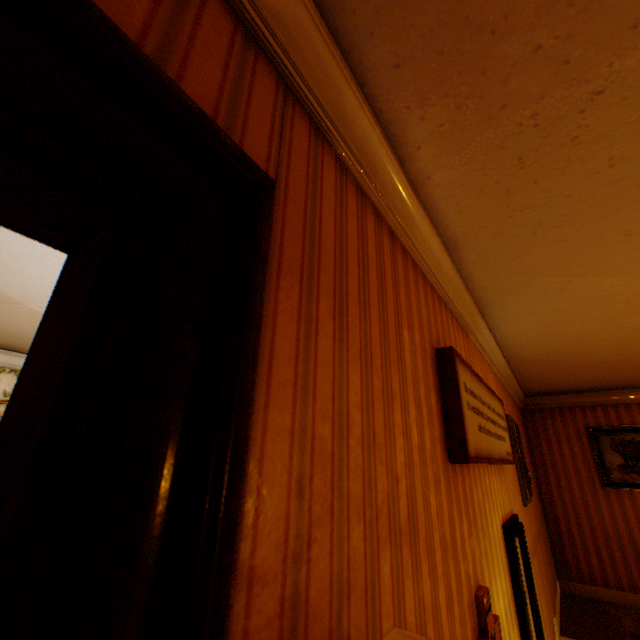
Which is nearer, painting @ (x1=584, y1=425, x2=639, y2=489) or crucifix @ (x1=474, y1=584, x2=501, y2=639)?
crucifix @ (x1=474, y1=584, x2=501, y2=639)

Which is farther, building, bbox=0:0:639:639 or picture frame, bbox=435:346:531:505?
picture frame, bbox=435:346:531:505

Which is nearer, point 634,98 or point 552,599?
point 634,98

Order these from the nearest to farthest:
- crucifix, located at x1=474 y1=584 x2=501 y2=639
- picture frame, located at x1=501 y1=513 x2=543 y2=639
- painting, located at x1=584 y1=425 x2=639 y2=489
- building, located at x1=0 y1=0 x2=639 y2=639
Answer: building, located at x1=0 y1=0 x2=639 y2=639 < crucifix, located at x1=474 y1=584 x2=501 y2=639 < picture frame, located at x1=501 y1=513 x2=543 y2=639 < painting, located at x1=584 y1=425 x2=639 y2=489

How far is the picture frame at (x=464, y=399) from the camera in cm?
161

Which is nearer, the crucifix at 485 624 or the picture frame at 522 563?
the crucifix at 485 624

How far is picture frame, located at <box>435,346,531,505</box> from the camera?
1.6m

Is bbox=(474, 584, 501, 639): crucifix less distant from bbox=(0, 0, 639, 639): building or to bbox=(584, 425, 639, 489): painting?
bbox=(0, 0, 639, 639): building
